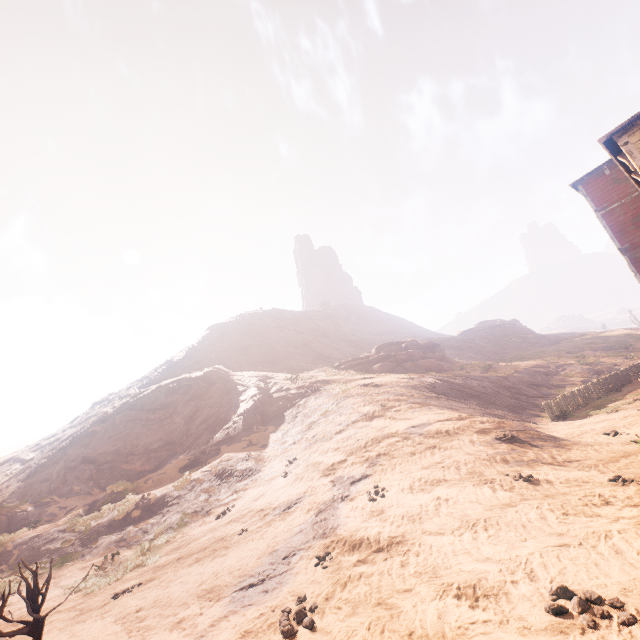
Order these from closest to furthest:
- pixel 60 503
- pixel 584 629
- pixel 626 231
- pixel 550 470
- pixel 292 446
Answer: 1. pixel 584 629
2. pixel 550 470
3. pixel 626 231
4. pixel 292 446
5. pixel 60 503

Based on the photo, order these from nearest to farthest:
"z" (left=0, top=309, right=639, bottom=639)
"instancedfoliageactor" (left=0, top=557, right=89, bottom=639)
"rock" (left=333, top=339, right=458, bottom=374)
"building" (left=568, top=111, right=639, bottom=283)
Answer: "z" (left=0, top=309, right=639, bottom=639) → "instancedfoliageactor" (left=0, top=557, right=89, bottom=639) → "building" (left=568, top=111, right=639, bottom=283) → "rock" (left=333, top=339, right=458, bottom=374)

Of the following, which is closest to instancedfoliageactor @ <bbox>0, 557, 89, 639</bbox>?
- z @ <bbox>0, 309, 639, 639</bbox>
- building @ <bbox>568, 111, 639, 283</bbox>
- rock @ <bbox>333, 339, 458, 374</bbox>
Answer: z @ <bbox>0, 309, 639, 639</bbox>

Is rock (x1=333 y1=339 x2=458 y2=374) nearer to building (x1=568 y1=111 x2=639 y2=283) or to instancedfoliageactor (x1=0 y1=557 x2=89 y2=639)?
building (x1=568 y1=111 x2=639 y2=283)

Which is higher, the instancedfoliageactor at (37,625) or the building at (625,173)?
the building at (625,173)

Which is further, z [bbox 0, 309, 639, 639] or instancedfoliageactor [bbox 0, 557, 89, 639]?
instancedfoliageactor [bbox 0, 557, 89, 639]

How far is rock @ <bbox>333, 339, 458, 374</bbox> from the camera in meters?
30.5

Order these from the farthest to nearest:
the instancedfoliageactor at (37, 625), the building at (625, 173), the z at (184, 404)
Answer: the building at (625, 173)
the instancedfoliageactor at (37, 625)
the z at (184, 404)
